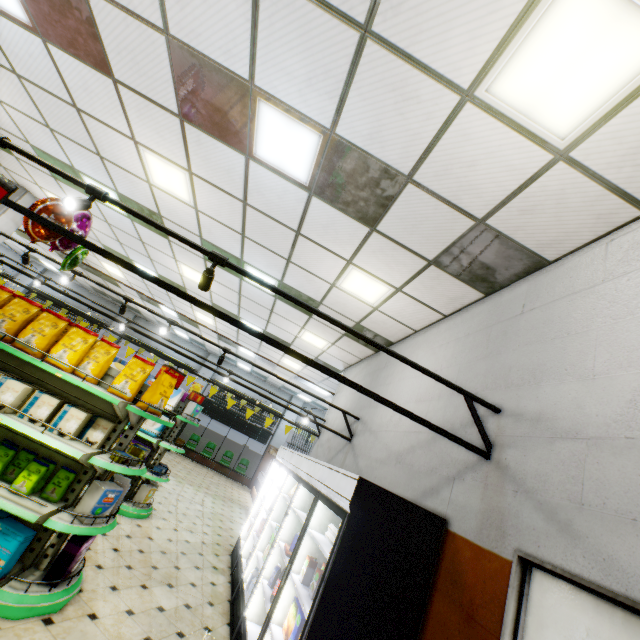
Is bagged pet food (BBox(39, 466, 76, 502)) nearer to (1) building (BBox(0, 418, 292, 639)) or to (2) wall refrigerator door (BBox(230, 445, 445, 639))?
(1) building (BBox(0, 418, 292, 639))

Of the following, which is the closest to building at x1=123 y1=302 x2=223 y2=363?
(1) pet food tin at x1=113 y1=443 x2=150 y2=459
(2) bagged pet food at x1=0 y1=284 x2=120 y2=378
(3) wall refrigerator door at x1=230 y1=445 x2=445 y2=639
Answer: (3) wall refrigerator door at x1=230 y1=445 x2=445 y2=639

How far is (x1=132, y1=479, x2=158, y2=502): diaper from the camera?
6.3 meters

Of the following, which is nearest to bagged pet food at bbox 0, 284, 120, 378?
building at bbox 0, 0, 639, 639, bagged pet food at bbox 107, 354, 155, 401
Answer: bagged pet food at bbox 107, 354, 155, 401

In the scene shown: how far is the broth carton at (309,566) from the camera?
3.2m

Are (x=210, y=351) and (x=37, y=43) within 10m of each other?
no

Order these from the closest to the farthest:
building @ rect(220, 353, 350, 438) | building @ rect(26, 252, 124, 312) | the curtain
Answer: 1. building @ rect(220, 353, 350, 438)
2. building @ rect(26, 252, 124, 312)
3. the curtain

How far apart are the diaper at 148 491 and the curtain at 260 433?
10.2 meters
